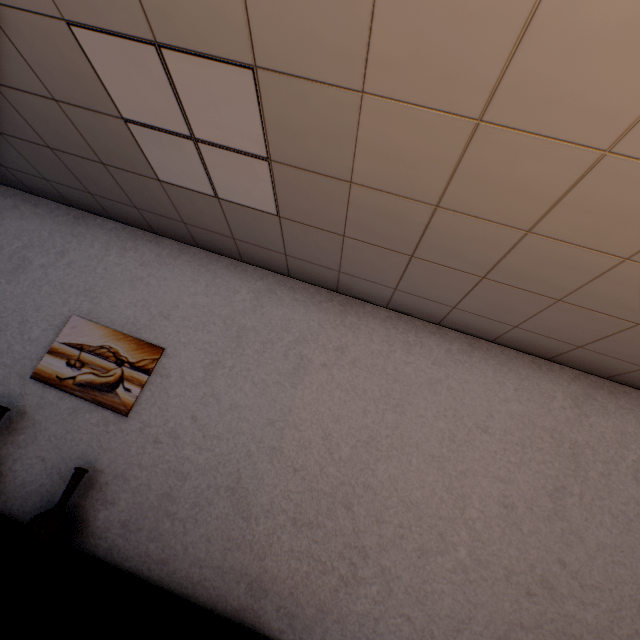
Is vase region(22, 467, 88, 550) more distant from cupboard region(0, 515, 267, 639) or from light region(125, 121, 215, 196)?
light region(125, 121, 215, 196)

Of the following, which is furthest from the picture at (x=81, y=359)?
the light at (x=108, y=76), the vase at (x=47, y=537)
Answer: the light at (x=108, y=76)

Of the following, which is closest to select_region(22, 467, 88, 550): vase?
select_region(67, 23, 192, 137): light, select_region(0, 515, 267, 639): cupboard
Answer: select_region(0, 515, 267, 639): cupboard

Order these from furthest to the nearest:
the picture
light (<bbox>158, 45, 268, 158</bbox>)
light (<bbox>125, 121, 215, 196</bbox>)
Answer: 1. the picture
2. light (<bbox>125, 121, 215, 196</bbox>)
3. light (<bbox>158, 45, 268, 158</bbox>)

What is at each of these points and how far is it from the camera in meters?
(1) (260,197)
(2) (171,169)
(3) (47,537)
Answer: (1) light, 2.2
(2) light, 2.3
(3) vase, 2.1

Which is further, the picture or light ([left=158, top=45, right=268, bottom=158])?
the picture
